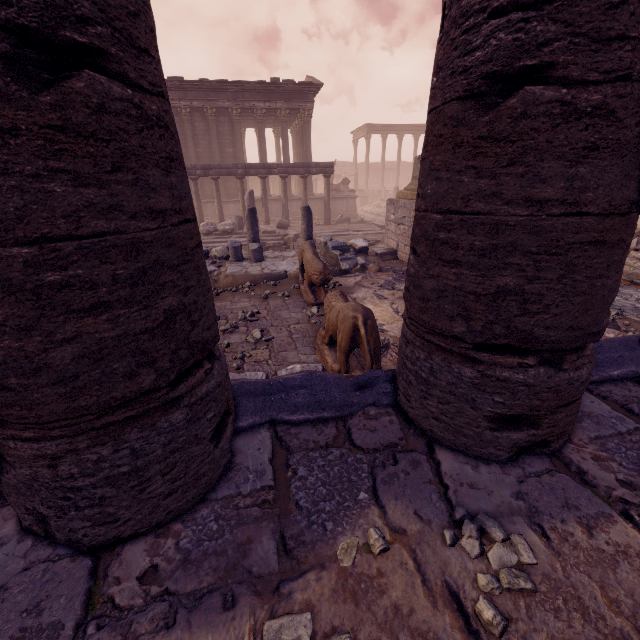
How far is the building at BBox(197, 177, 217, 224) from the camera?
20.1 meters

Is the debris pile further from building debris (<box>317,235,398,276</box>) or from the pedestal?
building debris (<box>317,235,398,276</box>)

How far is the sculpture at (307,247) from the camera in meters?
3.4

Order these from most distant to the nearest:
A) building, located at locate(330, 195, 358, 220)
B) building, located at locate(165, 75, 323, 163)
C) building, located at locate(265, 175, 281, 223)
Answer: building, located at locate(330, 195, 358, 220)
building, located at locate(265, 175, 281, 223)
building, located at locate(165, 75, 323, 163)

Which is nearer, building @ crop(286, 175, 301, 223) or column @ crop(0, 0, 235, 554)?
column @ crop(0, 0, 235, 554)

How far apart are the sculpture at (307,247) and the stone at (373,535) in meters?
1.7

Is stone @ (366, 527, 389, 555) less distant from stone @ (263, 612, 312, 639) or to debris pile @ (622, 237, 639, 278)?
stone @ (263, 612, 312, 639)

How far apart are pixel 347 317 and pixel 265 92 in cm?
2049
